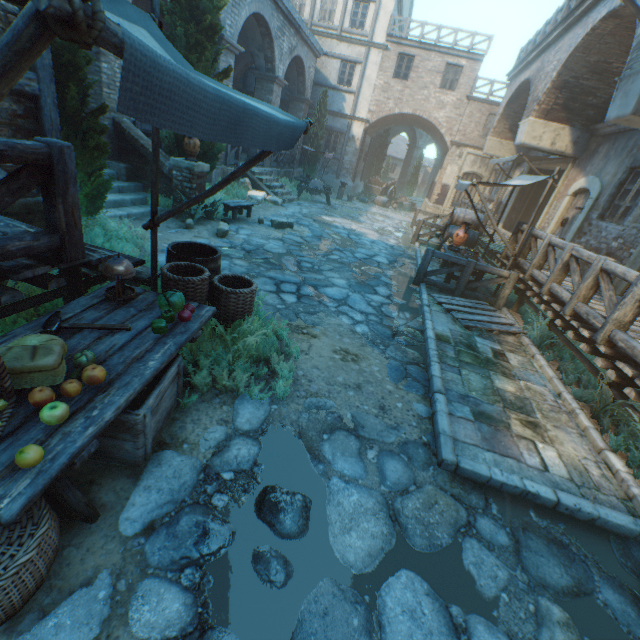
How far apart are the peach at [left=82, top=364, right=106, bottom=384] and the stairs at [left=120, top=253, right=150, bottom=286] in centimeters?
173cm

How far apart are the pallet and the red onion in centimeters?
499cm

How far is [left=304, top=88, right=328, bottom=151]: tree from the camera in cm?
1967

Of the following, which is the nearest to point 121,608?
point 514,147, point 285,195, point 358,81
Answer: point 285,195

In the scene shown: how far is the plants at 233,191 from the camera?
10.6 meters

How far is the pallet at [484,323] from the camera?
6.30m

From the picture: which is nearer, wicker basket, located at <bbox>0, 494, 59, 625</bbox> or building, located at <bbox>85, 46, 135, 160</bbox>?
wicker basket, located at <bbox>0, 494, 59, 625</bbox>

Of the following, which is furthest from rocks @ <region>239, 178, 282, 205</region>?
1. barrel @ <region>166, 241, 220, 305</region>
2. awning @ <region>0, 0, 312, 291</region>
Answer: awning @ <region>0, 0, 312, 291</region>
